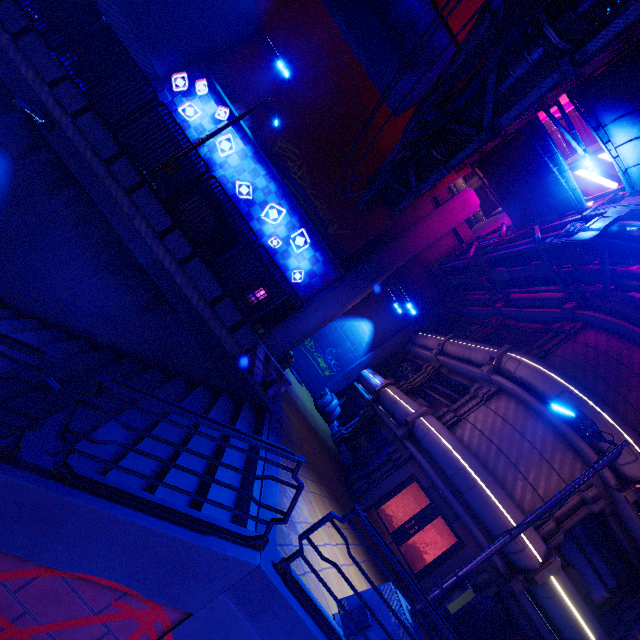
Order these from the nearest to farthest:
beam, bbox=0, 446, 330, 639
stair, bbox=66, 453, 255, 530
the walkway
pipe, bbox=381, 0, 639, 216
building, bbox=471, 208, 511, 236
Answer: beam, bbox=0, 446, 330, 639 < stair, bbox=66, 453, 255, 530 < pipe, bbox=381, 0, 639, 216 < the walkway < building, bbox=471, 208, 511, 236

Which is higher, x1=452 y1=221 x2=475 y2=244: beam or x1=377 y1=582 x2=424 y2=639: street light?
x1=452 y1=221 x2=475 y2=244: beam

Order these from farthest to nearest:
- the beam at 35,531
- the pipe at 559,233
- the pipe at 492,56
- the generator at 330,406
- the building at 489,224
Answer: the building at 489,224, the generator at 330,406, the pipe at 559,233, the pipe at 492,56, the beam at 35,531

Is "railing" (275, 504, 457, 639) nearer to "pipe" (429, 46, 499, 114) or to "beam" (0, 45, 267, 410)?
"beam" (0, 45, 267, 410)

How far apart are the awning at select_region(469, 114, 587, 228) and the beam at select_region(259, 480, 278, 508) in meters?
14.6

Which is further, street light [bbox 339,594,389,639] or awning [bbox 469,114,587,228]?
awning [bbox 469,114,587,228]

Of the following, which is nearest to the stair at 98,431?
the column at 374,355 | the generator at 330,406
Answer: the generator at 330,406

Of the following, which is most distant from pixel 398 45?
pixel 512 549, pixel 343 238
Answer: pixel 512 549
